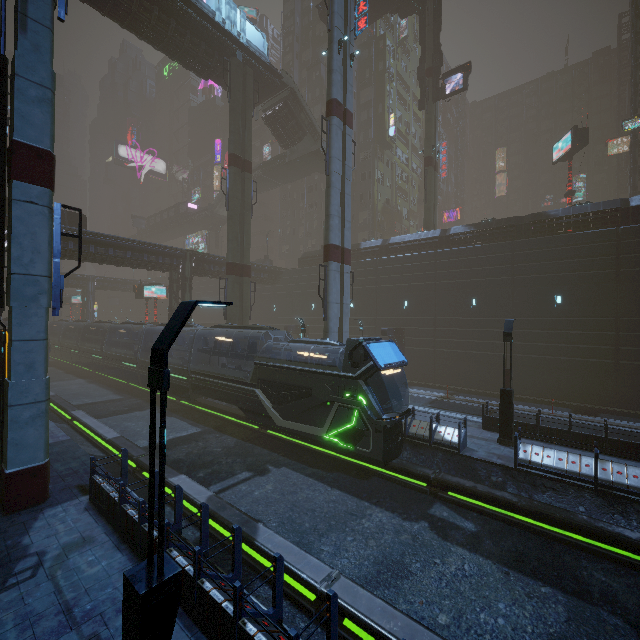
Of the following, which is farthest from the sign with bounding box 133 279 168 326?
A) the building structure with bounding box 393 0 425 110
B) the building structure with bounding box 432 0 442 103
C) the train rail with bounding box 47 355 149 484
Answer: the building structure with bounding box 432 0 442 103

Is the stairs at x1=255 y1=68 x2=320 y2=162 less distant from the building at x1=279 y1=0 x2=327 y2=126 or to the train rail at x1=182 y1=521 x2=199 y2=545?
the building at x1=279 y1=0 x2=327 y2=126

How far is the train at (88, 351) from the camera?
26.7 meters

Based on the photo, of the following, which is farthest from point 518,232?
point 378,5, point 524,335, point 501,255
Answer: point 378,5

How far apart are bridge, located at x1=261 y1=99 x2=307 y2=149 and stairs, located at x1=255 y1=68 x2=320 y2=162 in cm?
1

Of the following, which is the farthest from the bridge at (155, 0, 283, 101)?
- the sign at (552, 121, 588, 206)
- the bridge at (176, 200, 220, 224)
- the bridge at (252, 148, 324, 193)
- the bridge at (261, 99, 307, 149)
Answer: the sign at (552, 121, 588, 206)

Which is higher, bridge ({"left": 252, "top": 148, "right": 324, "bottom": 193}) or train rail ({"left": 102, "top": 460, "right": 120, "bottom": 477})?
bridge ({"left": 252, "top": 148, "right": 324, "bottom": 193})

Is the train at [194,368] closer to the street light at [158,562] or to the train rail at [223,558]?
the train rail at [223,558]
